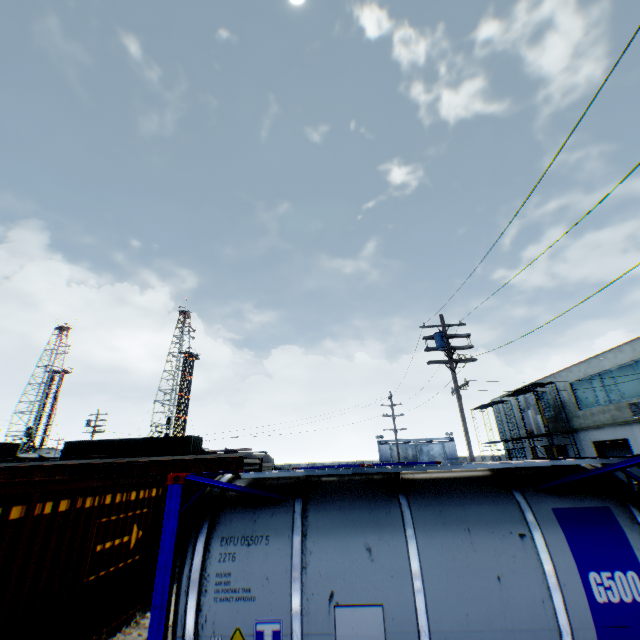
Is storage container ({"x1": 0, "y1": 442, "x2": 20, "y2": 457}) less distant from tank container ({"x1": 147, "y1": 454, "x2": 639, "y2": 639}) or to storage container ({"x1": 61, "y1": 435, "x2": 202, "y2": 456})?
storage container ({"x1": 61, "y1": 435, "x2": 202, "y2": 456})

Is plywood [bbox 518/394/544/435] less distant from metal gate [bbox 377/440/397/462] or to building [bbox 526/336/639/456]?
building [bbox 526/336/639/456]

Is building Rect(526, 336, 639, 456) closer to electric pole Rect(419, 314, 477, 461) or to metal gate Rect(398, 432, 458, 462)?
metal gate Rect(398, 432, 458, 462)

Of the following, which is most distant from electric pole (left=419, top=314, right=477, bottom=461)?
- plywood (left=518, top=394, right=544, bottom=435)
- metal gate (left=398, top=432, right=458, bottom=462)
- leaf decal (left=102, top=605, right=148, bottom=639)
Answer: metal gate (left=398, top=432, right=458, bottom=462)

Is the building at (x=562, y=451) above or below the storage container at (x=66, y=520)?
above

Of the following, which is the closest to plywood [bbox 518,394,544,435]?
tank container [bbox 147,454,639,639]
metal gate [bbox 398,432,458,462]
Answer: tank container [bbox 147,454,639,639]

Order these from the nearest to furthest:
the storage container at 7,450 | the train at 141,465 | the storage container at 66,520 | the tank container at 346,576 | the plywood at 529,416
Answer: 1. the tank container at 346,576
2. the storage container at 66,520
3. the train at 141,465
4. the plywood at 529,416
5. the storage container at 7,450

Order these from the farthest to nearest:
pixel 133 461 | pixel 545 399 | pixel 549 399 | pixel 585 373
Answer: pixel 545 399 < pixel 549 399 < pixel 585 373 < pixel 133 461
